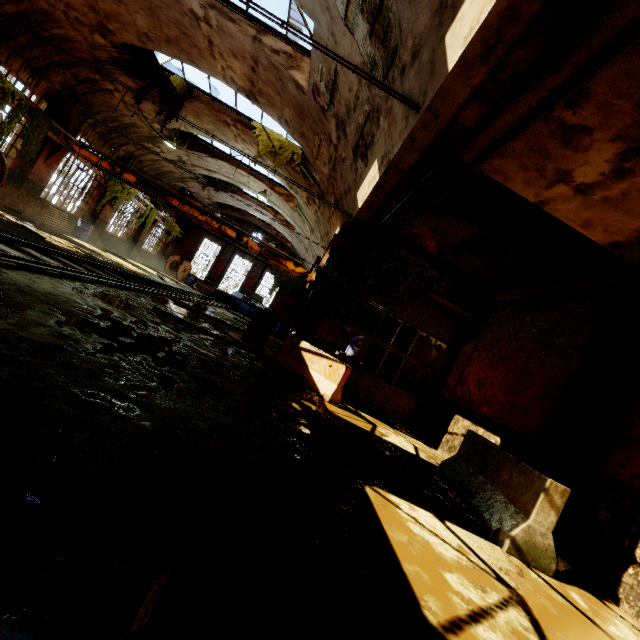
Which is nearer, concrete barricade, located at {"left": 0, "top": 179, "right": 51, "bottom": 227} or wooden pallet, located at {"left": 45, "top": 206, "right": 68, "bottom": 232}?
concrete barricade, located at {"left": 0, "top": 179, "right": 51, "bottom": 227}

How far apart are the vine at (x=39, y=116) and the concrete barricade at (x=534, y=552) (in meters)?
17.12

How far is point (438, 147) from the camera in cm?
555

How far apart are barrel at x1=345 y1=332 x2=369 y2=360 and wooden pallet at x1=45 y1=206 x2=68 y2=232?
14.89m

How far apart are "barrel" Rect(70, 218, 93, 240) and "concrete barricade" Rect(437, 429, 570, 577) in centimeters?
1932cm

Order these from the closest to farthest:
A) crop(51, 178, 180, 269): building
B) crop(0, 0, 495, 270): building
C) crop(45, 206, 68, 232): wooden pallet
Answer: crop(0, 0, 495, 270): building
crop(45, 206, 68, 232): wooden pallet
crop(51, 178, 180, 269): building

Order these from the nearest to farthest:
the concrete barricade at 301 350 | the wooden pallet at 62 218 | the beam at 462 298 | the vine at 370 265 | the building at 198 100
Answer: the concrete barricade at 301 350, the vine at 370 265, the beam at 462 298, the building at 198 100, the wooden pallet at 62 218

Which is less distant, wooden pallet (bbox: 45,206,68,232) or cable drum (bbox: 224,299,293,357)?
cable drum (bbox: 224,299,293,357)
